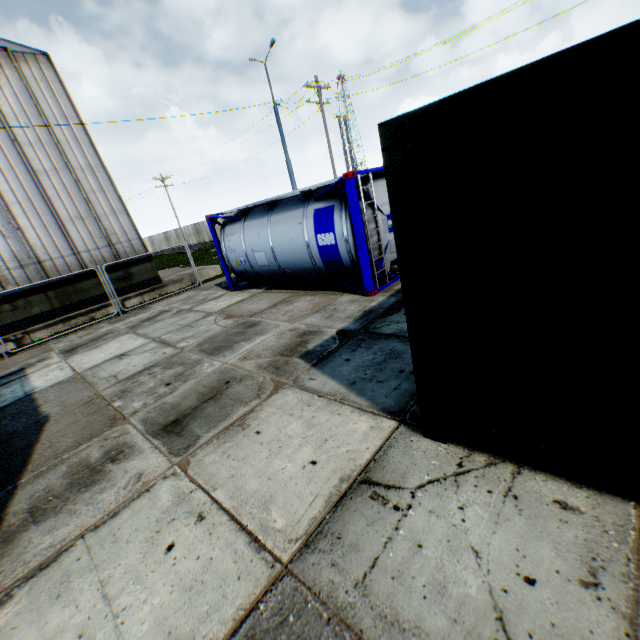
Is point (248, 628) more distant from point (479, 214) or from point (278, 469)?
point (479, 214)

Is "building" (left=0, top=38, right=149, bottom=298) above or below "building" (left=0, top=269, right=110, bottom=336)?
above

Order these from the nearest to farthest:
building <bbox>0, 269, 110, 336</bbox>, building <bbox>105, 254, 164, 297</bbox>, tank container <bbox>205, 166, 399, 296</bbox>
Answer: tank container <bbox>205, 166, 399, 296</bbox>, building <bbox>0, 269, 110, 336</bbox>, building <bbox>105, 254, 164, 297</bbox>

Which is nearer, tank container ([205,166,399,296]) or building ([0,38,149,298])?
tank container ([205,166,399,296])

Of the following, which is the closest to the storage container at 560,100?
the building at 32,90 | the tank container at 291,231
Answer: the tank container at 291,231

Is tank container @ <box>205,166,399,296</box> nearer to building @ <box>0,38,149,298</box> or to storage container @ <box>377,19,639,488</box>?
storage container @ <box>377,19,639,488</box>

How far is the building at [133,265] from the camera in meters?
15.3 m

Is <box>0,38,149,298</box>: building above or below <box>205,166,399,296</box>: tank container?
above
